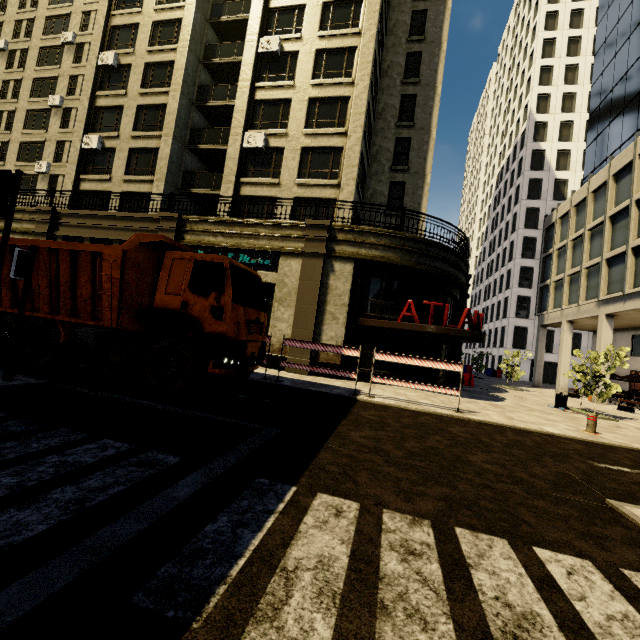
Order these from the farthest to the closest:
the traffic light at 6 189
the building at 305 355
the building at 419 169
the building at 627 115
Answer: the building at 627 115
the building at 419 169
the building at 305 355
the traffic light at 6 189

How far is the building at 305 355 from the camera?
14.2m

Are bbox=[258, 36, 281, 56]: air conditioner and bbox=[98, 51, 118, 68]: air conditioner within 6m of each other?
no

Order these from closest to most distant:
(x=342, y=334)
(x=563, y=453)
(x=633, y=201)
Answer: (x=563, y=453), (x=342, y=334), (x=633, y=201)

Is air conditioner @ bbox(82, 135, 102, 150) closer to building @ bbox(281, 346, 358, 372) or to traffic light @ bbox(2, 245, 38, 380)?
building @ bbox(281, 346, 358, 372)

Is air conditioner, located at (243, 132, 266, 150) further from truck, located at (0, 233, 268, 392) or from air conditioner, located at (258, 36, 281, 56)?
truck, located at (0, 233, 268, 392)

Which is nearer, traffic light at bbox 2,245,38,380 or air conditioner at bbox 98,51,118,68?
traffic light at bbox 2,245,38,380

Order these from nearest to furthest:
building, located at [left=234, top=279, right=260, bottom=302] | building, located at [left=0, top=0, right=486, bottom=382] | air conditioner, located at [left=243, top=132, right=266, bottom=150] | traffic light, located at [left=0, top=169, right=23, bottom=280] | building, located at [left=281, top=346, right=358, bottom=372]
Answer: traffic light, located at [left=0, top=169, right=23, bottom=280] < building, located at [left=281, top=346, right=358, bottom=372] < building, located at [left=0, top=0, right=486, bottom=382] < building, located at [left=234, top=279, right=260, bottom=302] < air conditioner, located at [left=243, top=132, right=266, bottom=150]
